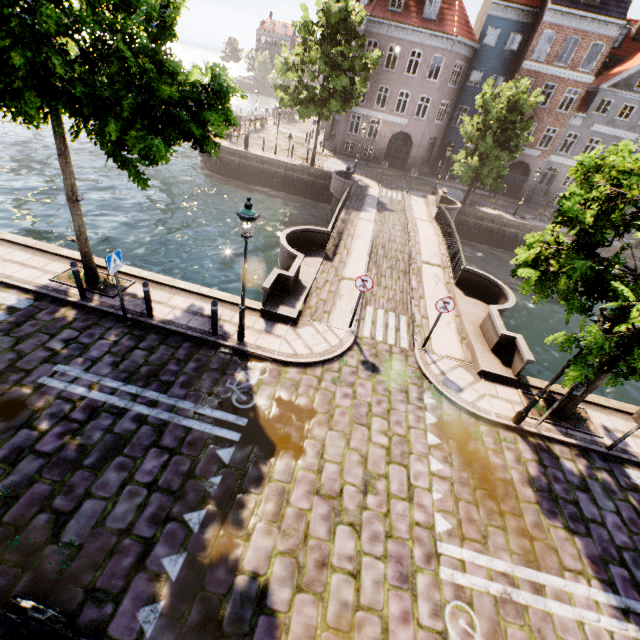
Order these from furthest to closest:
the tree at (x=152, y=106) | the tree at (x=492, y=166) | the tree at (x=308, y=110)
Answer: the tree at (x=492, y=166) < the tree at (x=308, y=110) < the tree at (x=152, y=106)

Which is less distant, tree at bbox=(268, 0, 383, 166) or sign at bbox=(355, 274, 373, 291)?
sign at bbox=(355, 274, 373, 291)

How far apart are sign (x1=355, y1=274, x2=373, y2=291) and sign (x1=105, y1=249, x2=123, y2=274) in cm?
610

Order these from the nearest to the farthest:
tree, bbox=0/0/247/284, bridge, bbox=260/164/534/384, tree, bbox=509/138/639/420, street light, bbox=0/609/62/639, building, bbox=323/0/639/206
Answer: street light, bbox=0/609/62/639 → tree, bbox=0/0/247/284 → tree, bbox=509/138/639/420 → bridge, bbox=260/164/534/384 → building, bbox=323/0/639/206

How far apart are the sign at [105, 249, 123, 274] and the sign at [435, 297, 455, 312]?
8.40m

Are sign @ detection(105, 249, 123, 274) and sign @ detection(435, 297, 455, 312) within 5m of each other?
no

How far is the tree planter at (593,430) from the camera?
8.5m

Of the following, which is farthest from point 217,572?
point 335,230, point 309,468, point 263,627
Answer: point 335,230
